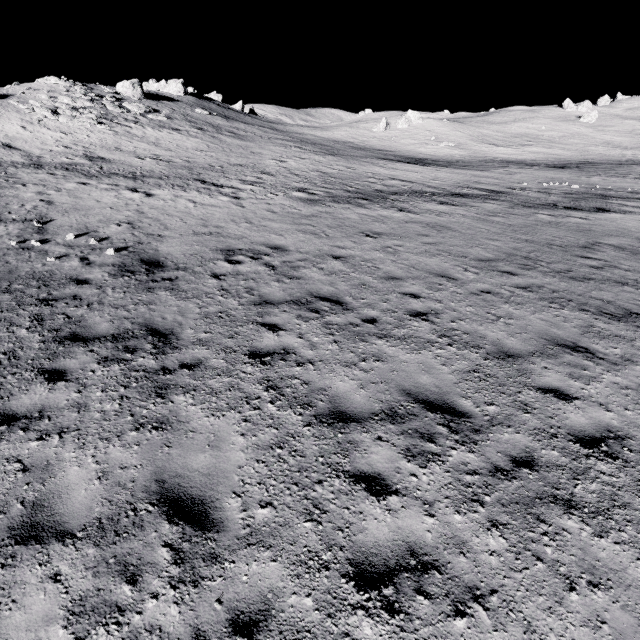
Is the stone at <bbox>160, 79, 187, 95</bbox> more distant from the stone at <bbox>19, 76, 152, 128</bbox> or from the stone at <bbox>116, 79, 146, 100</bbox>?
the stone at <bbox>19, 76, 152, 128</bbox>

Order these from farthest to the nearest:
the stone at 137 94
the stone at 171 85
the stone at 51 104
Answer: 1. the stone at 171 85
2. the stone at 137 94
3. the stone at 51 104

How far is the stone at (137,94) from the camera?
42.00m

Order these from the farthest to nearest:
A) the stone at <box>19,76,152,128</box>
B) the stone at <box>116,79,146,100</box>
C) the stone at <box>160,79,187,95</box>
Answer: the stone at <box>160,79,187,95</box>, the stone at <box>116,79,146,100</box>, the stone at <box>19,76,152,128</box>

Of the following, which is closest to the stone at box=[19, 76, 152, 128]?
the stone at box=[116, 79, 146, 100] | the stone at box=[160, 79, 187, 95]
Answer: the stone at box=[116, 79, 146, 100]

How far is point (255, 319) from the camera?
7.64m
